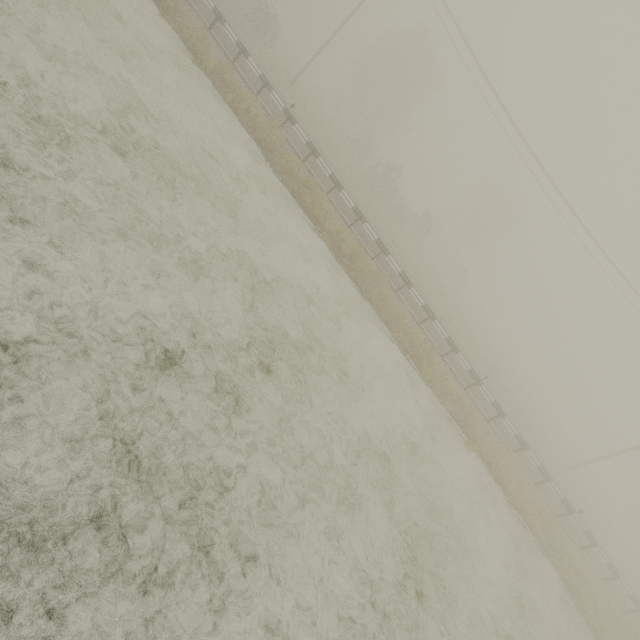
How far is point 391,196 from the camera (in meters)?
35.00
